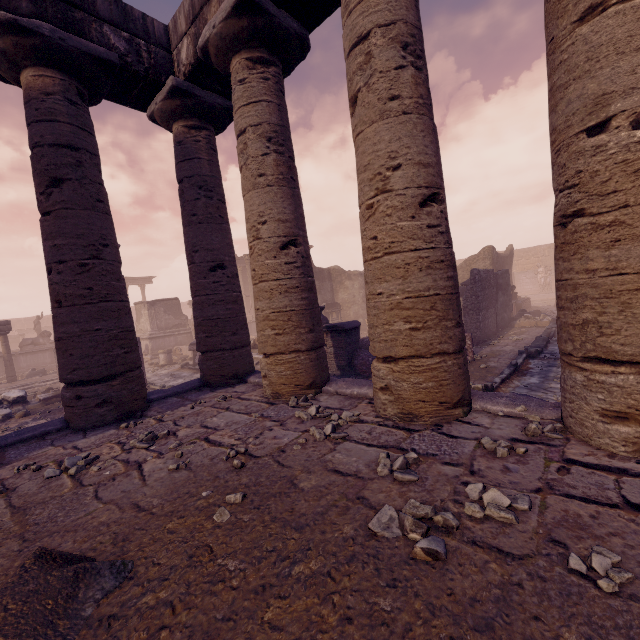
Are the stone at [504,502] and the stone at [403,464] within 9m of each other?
yes

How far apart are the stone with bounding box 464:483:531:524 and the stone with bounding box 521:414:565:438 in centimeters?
96cm

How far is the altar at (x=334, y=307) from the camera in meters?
20.4

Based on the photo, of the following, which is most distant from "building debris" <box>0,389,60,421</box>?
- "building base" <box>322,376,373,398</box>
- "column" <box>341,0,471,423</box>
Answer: "column" <box>341,0,471,423</box>

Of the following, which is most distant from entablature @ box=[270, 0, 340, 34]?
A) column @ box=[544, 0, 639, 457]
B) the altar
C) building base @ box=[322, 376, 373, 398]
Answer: the altar

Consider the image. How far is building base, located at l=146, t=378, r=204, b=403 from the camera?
5.74m

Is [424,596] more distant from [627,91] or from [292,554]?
[627,91]

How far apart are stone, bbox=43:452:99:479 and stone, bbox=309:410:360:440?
2.1m
